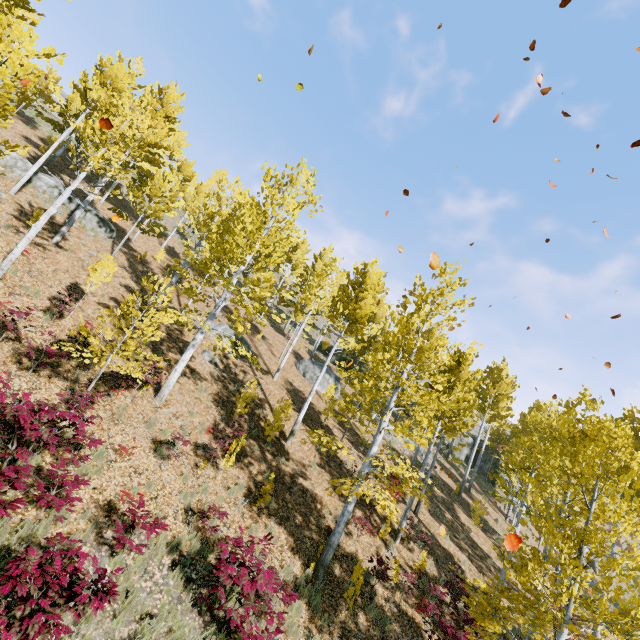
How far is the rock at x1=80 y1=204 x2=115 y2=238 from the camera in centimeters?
1948cm

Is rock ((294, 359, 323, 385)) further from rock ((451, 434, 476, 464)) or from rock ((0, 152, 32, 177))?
rock ((0, 152, 32, 177))

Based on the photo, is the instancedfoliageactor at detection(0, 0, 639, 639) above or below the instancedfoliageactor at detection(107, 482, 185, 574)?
above

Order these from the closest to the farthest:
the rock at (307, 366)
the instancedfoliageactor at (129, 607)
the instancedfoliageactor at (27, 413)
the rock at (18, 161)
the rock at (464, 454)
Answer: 1. the instancedfoliageactor at (129, 607)
2. the instancedfoliageactor at (27, 413)
3. the rock at (18, 161)
4. the rock at (307, 366)
5. the rock at (464, 454)

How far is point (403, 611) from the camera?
10.59m

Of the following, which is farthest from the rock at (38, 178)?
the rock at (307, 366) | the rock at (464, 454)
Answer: the rock at (464, 454)

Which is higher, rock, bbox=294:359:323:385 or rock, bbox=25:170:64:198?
rock, bbox=25:170:64:198

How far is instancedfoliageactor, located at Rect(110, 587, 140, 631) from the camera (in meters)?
5.86
